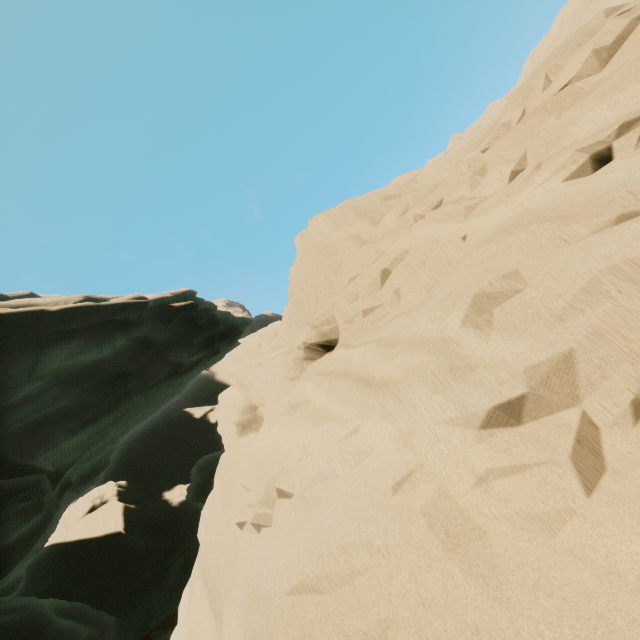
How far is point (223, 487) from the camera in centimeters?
569cm
